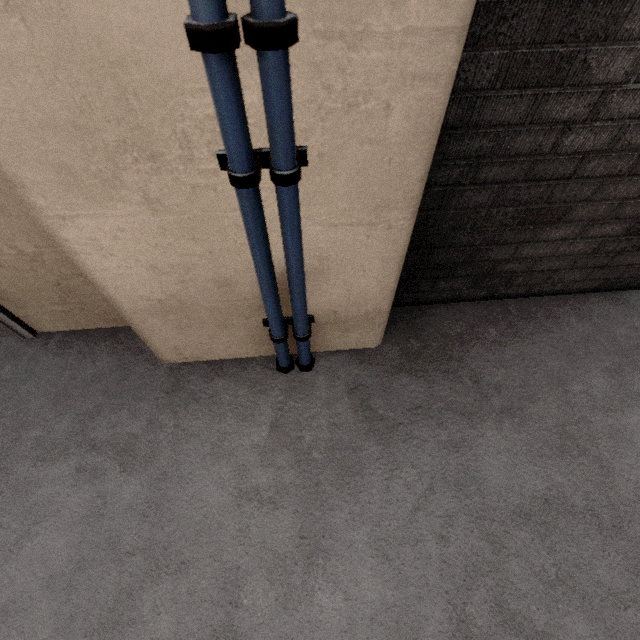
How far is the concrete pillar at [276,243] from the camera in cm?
106

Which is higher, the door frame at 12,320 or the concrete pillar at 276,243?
the concrete pillar at 276,243

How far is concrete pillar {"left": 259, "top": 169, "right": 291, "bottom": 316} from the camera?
1.1 meters

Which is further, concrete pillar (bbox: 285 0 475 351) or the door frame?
the door frame

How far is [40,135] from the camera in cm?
88
